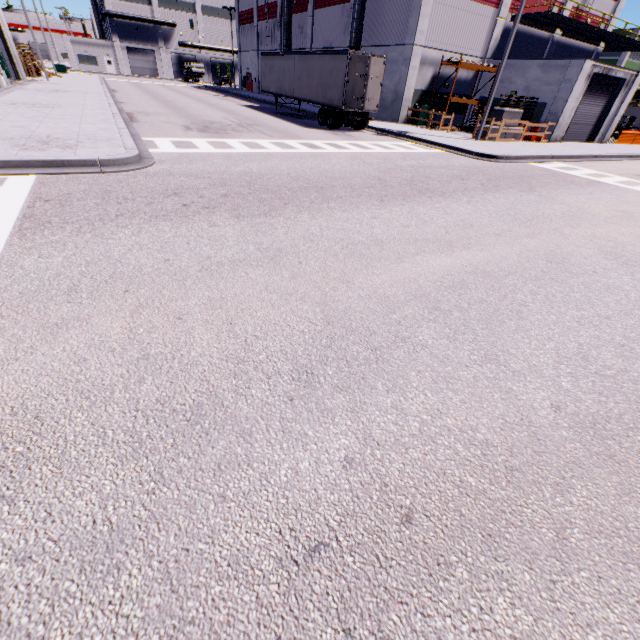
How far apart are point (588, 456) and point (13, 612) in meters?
4.2

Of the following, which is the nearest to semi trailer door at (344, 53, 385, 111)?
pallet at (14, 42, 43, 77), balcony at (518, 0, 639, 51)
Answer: balcony at (518, 0, 639, 51)

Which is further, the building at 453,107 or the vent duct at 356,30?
the building at 453,107

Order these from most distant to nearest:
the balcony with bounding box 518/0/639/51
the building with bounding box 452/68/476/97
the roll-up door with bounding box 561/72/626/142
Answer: the building with bounding box 452/68/476/97 → the balcony with bounding box 518/0/639/51 → the roll-up door with bounding box 561/72/626/142

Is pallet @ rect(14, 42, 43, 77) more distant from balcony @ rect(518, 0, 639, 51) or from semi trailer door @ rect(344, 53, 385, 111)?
balcony @ rect(518, 0, 639, 51)

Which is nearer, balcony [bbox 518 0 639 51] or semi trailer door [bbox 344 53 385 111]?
semi trailer door [bbox 344 53 385 111]

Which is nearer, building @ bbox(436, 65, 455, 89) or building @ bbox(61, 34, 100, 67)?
building @ bbox(436, 65, 455, 89)

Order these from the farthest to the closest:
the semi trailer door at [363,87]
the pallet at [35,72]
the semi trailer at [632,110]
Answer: the semi trailer at [632,110]
the pallet at [35,72]
the semi trailer door at [363,87]
